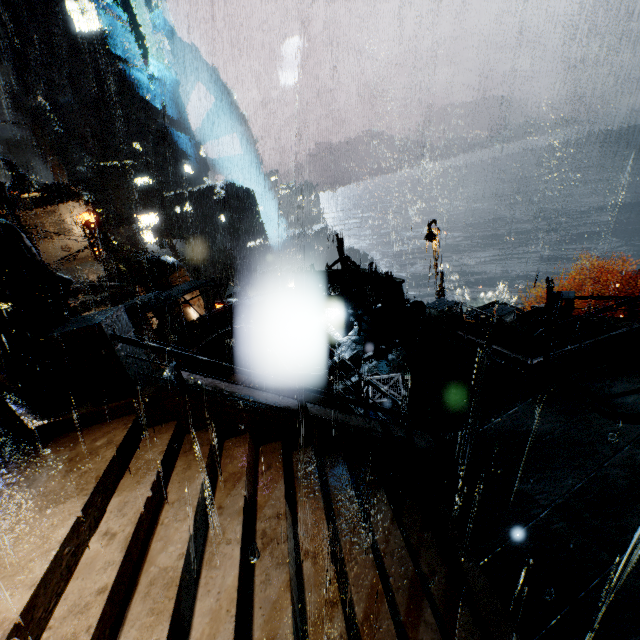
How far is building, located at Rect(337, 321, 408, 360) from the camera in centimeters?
1225cm

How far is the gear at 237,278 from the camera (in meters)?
50.85

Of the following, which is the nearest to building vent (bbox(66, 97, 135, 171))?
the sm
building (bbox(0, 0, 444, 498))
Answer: building (bbox(0, 0, 444, 498))

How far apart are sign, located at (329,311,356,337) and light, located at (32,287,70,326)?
8.33m

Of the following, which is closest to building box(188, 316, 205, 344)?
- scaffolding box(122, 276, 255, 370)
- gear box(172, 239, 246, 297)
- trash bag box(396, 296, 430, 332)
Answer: trash bag box(396, 296, 430, 332)

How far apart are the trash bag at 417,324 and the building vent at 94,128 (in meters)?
57.41

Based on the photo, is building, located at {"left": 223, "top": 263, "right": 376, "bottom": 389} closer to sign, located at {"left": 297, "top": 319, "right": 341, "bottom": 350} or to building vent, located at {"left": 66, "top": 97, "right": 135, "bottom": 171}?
sign, located at {"left": 297, "top": 319, "right": 341, "bottom": 350}

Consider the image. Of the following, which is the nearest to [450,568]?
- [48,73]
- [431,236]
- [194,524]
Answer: [194,524]
